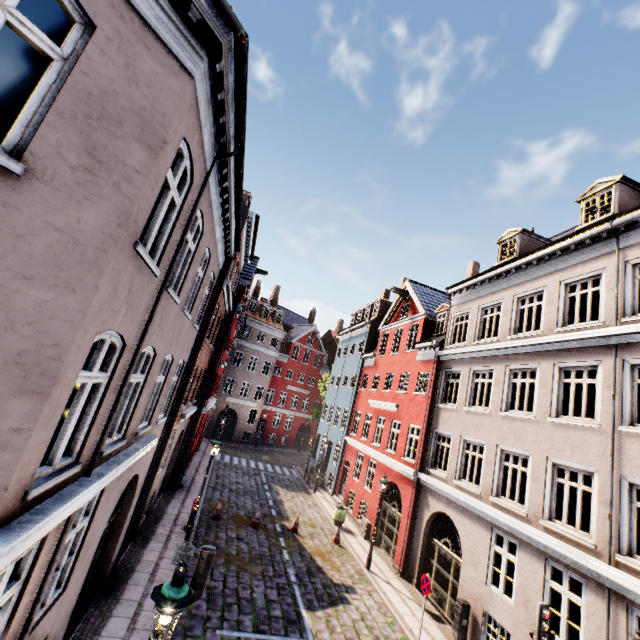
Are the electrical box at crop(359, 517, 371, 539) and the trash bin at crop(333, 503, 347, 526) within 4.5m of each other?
yes

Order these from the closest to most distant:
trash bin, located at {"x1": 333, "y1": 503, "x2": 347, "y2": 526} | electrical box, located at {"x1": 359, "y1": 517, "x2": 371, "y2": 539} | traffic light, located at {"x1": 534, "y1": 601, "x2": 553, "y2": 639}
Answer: traffic light, located at {"x1": 534, "y1": 601, "x2": 553, "y2": 639}, electrical box, located at {"x1": 359, "y1": 517, "x2": 371, "y2": 539}, trash bin, located at {"x1": 333, "y1": 503, "x2": 347, "y2": 526}

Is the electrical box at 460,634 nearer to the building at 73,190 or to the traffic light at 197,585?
the building at 73,190

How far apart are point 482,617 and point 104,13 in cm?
1650

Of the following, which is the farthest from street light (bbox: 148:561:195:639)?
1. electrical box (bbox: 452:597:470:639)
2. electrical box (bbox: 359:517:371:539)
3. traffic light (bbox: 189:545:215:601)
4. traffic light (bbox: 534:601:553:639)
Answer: electrical box (bbox: 359:517:371:539)

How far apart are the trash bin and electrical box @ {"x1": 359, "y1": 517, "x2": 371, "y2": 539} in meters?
0.9

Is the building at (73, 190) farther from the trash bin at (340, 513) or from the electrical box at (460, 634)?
the trash bin at (340, 513)

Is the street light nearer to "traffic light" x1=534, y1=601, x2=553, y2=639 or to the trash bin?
"traffic light" x1=534, y1=601, x2=553, y2=639
